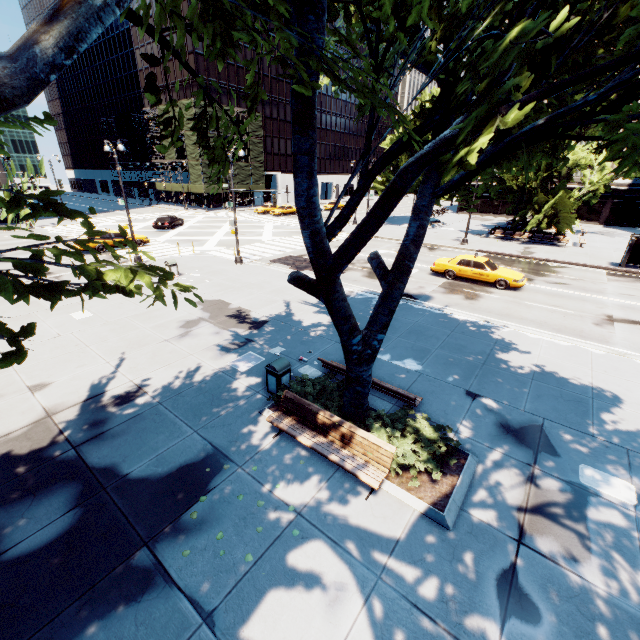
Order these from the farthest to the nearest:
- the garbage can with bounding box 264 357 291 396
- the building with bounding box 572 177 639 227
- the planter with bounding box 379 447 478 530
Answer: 1. the building with bounding box 572 177 639 227
2. the garbage can with bounding box 264 357 291 396
3. the planter with bounding box 379 447 478 530

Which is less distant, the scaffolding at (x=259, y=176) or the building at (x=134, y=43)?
Answer: the building at (x=134, y=43)

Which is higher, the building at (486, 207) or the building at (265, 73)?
the building at (265, 73)

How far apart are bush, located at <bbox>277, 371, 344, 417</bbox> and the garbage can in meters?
0.0 m

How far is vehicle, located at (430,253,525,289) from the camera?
18.30m

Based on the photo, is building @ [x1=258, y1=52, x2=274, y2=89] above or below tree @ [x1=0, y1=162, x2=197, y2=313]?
above

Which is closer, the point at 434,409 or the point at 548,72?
the point at 548,72

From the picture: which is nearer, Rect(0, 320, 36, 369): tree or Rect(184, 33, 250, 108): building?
Rect(0, 320, 36, 369): tree
